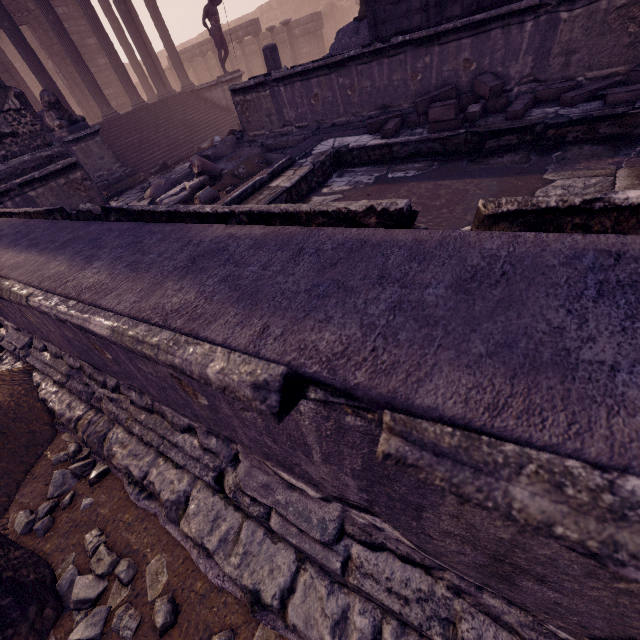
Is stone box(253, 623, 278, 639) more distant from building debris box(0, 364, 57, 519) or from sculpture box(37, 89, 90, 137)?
sculpture box(37, 89, 90, 137)

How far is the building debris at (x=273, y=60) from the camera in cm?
886

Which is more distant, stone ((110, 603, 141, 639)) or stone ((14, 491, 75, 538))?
stone ((14, 491, 75, 538))

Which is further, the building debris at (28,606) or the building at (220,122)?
the building at (220,122)

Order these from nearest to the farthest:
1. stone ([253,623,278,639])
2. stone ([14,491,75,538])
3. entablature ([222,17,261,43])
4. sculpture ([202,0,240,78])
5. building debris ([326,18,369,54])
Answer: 1. stone ([253,623,278,639])
2. stone ([14,491,75,538])
3. building debris ([326,18,369,54])
4. sculpture ([202,0,240,78])
5. entablature ([222,17,261,43])

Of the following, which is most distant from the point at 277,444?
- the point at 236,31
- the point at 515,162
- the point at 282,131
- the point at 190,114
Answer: the point at 236,31

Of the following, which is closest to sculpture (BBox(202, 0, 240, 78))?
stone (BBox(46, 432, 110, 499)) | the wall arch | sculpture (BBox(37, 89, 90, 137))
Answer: sculpture (BBox(37, 89, 90, 137))

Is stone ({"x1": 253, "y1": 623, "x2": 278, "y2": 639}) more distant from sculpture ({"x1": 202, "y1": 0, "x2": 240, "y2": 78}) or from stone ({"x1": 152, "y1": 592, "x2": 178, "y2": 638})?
sculpture ({"x1": 202, "y1": 0, "x2": 240, "y2": 78})
